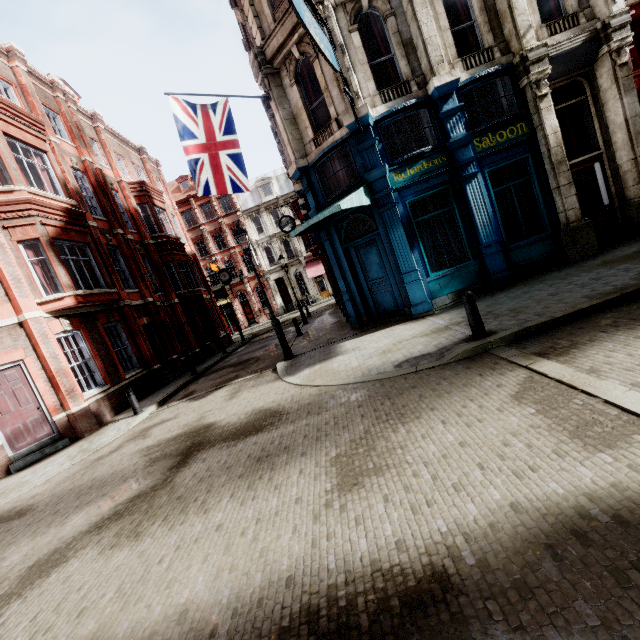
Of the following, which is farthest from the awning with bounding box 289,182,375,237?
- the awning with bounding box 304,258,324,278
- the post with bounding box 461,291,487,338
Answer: the awning with bounding box 304,258,324,278

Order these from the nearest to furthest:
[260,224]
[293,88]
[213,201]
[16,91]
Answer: [293,88] → [16,91] → [213,201] → [260,224]

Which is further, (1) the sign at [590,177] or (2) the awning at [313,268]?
(2) the awning at [313,268]

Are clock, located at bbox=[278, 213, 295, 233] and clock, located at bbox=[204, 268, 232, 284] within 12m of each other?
yes

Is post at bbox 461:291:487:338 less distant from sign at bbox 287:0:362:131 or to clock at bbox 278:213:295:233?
sign at bbox 287:0:362:131

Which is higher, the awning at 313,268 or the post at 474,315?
the awning at 313,268

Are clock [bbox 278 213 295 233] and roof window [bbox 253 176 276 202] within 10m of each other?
no

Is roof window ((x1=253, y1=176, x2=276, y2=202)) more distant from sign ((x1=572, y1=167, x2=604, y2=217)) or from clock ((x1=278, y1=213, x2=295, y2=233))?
sign ((x1=572, y1=167, x2=604, y2=217))
